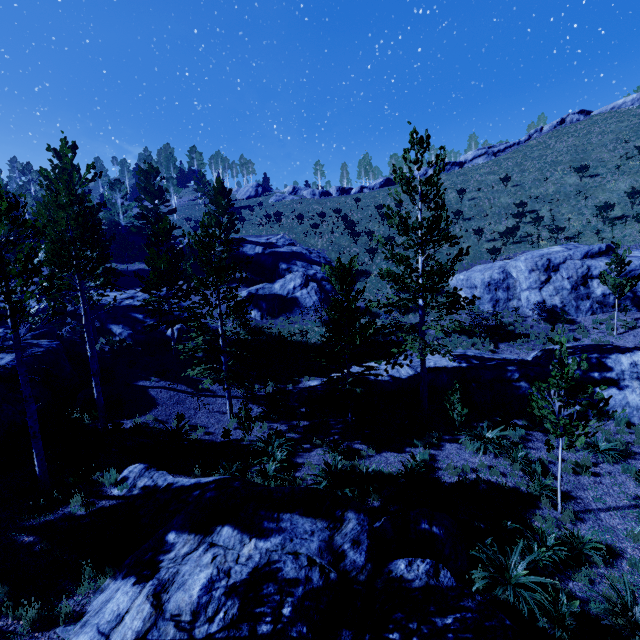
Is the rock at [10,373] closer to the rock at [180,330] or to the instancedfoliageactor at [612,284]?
the instancedfoliageactor at [612,284]

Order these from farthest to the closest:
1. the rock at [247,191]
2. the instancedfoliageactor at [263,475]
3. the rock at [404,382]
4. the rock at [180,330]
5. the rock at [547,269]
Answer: the rock at [247,191] < the rock at [180,330] < the rock at [547,269] < the rock at [404,382] < the instancedfoliageactor at [263,475]

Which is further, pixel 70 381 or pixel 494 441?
pixel 70 381

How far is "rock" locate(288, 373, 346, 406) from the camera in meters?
16.8 m

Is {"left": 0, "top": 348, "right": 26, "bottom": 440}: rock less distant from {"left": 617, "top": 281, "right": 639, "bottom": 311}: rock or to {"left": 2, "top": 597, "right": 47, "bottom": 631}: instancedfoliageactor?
{"left": 2, "top": 597, "right": 47, "bottom": 631}: instancedfoliageactor

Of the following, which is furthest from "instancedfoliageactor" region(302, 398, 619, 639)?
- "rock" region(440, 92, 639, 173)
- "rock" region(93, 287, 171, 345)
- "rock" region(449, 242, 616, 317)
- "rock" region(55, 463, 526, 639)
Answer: "rock" region(440, 92, 639, 173)

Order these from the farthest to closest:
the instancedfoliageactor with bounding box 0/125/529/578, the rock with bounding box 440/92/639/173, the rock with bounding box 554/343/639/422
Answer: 1. the rock with bounding box 440/92/639/173
2. the rock with bounding box 554/343/639/422
3. the instancedfoliageactor with bounding box 0/125/529/578
